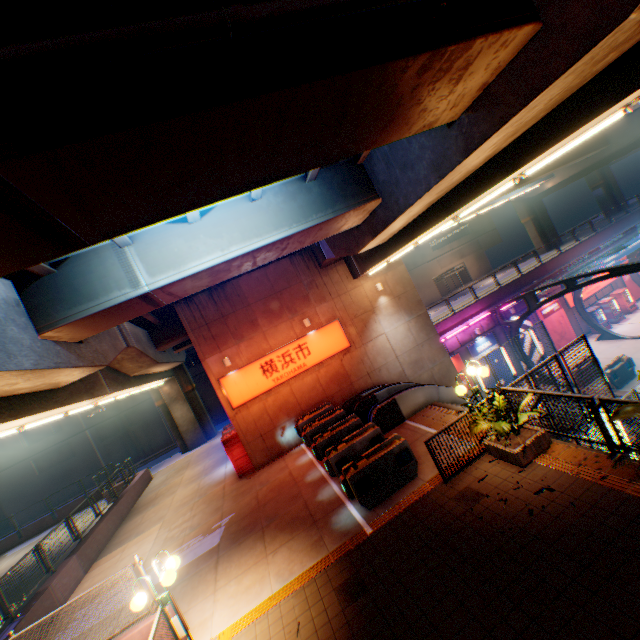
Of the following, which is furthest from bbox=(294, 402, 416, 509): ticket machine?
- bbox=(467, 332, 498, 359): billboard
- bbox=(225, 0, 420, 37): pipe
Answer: bbox=(467, 332, 498, 359): billboard

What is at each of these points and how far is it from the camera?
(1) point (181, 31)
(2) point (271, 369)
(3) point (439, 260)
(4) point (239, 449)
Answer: (1) pipe, 3.0 meters
(2) sign, 15.9 meters
(3) building, 49.1 meters
(4) vending machine, 15.4 meters

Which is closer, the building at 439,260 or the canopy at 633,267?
the canopy at 633,267

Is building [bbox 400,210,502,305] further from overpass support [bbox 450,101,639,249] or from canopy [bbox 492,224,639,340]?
canopy [bbox 492,224,639,340]

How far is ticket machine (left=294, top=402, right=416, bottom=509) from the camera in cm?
864

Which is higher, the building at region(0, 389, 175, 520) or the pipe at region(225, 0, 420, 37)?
the pipe at region(225, 0, 420, 37)

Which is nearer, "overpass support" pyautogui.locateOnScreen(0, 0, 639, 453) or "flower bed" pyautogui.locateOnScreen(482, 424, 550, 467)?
"overpass support" pyautogui.locateOnScreen(0, 0, 639, 453)

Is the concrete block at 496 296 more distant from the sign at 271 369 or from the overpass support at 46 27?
the sign at 271 369
